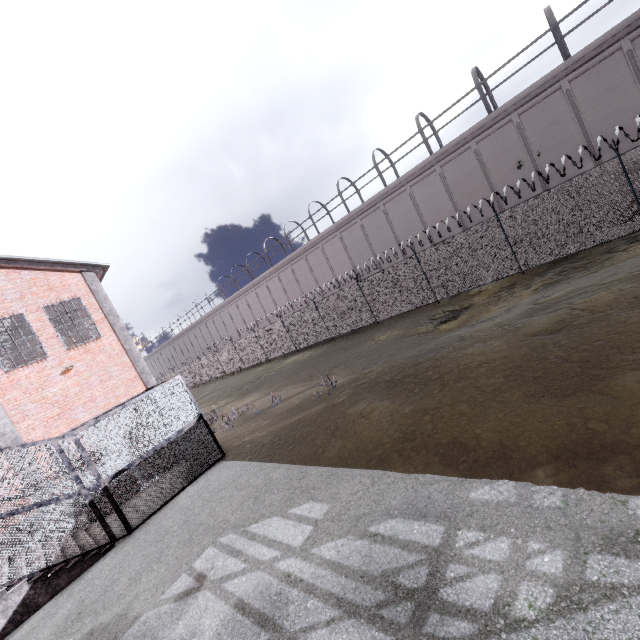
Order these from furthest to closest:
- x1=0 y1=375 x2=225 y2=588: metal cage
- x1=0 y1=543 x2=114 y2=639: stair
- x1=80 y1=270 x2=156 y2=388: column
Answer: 1. x1=80 y1=270 x2=156 y2=388: column
2. x1=0 y1=375 x2=225 y2=588: metal cage
3. x1=0 y1=543 x2=114 y2=639: stair

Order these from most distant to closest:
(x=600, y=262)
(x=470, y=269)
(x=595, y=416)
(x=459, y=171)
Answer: (x=459, y=171) < (x=470, y=269) < (x=600, y=262) < (x=595, y=416)

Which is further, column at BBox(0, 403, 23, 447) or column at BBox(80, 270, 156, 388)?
column at BBox(80, 270, 156, 388)

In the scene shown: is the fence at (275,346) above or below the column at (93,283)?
below

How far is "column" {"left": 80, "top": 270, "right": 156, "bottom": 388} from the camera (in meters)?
14.58

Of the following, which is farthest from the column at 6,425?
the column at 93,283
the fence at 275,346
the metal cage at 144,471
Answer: the fence at 275,346

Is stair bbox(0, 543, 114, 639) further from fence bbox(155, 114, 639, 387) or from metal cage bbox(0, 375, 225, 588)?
fence bbox(155, 114, 639, 387)

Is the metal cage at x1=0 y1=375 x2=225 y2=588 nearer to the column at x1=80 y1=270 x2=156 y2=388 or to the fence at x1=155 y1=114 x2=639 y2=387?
the column at x1=80 y1=270 x2=156 y2=388
